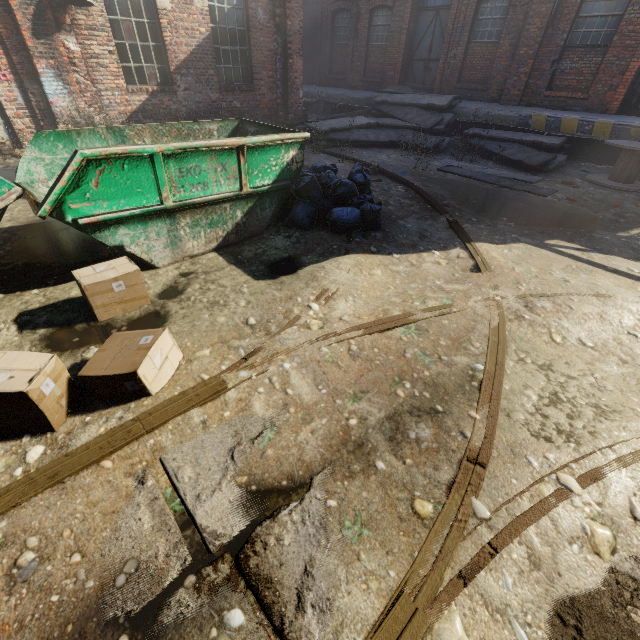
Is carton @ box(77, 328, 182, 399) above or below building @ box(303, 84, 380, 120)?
below

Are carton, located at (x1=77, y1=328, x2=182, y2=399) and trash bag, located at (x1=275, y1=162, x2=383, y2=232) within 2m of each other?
no

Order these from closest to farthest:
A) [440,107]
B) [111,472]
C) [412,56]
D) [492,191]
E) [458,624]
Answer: [458,624], [111,472], [492,191], [440,107], [412,56]

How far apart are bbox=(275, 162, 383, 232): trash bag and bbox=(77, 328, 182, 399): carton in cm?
299

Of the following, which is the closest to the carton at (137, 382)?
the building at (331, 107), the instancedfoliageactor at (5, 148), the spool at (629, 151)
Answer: the instancedfoliageactor at (5, 148)

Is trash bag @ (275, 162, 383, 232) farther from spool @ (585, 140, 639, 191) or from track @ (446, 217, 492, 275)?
spool @ (585, 140, 639, 191)

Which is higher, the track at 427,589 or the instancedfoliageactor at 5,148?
the instancedfoliageactor at 5,148

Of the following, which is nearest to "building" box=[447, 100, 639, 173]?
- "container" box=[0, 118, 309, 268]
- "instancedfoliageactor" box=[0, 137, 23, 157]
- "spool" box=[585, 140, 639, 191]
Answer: "spool" box=[585, 140, 639, 191]
